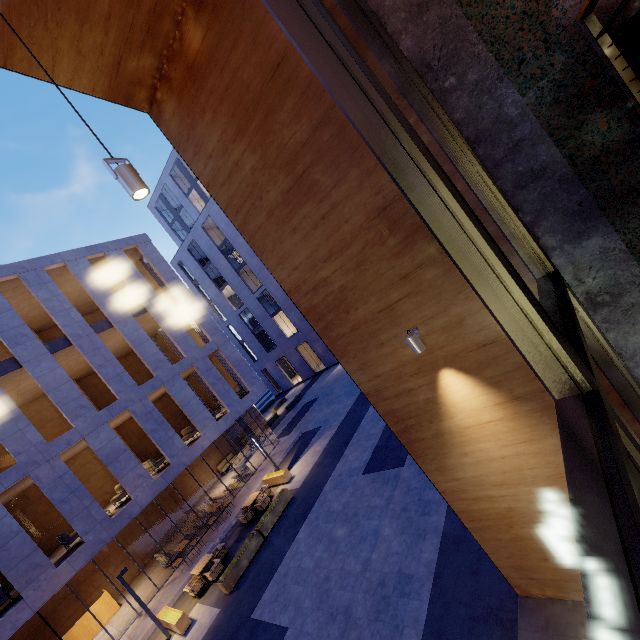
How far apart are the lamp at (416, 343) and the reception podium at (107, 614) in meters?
21.0 m

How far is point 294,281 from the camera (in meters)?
4.78

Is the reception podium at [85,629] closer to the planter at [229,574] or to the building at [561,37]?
the planter at [229,574]

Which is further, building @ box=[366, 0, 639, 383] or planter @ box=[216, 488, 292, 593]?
planter @ box=[216, 488, 292, 593]

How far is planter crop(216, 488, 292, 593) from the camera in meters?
11.4 m

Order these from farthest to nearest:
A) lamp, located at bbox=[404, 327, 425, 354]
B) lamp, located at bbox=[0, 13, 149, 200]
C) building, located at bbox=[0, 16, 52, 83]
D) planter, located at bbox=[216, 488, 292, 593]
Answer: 1. planter, located at bbox=[216, 488, 292, 593]
2. lamp, located at bbox=[404, 327, 425, 354]
3. building, located at bbox=[0, 16, 52, 83]
4. lamp, located at bbox=[0, 13, 149, 200]

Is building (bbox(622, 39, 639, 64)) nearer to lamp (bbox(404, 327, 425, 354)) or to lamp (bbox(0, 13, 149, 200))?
lamp (bbox(404, 327, 425, 354))

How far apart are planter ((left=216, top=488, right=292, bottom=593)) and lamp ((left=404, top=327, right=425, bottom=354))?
12.20m
